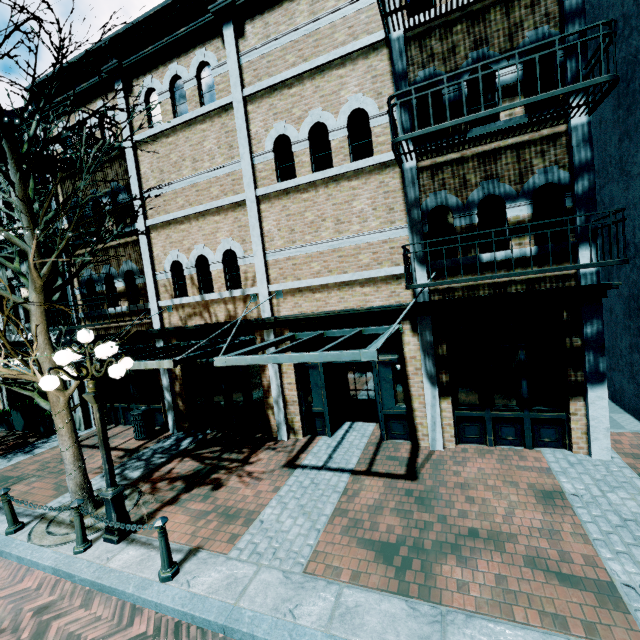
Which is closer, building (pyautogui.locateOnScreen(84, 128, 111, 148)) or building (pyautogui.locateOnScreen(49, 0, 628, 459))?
building (pyautogui.locateOnScreen(49, 0, 628, 459))

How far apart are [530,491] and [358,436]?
3.91m

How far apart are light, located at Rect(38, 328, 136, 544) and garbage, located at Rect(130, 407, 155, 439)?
4.4m

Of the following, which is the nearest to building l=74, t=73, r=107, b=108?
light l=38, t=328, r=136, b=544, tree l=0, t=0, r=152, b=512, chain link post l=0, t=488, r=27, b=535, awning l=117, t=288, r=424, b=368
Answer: awning l=117, t=288, r=424, b=368

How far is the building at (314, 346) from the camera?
8.3m

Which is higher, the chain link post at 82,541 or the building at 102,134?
the building at 102,134

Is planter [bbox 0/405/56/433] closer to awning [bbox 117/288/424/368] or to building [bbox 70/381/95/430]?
building [bbox 70/381/95/430]
